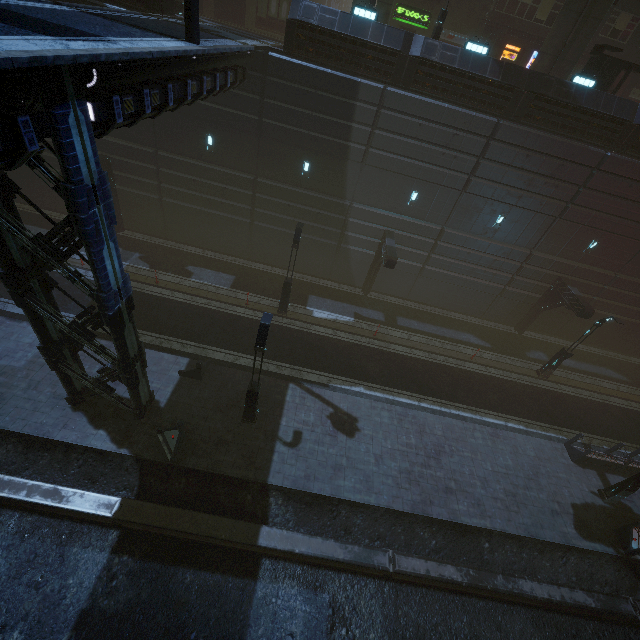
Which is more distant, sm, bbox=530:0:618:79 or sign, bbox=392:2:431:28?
sign, bbox=392:2:431:28

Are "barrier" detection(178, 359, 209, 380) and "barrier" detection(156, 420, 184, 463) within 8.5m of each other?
yes

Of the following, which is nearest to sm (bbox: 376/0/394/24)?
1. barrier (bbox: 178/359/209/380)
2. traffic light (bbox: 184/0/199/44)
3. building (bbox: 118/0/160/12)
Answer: building (bbox: 118/0/160/12)

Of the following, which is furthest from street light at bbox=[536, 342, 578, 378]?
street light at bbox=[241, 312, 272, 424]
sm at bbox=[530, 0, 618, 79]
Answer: street light at bbox=[241, 312, 272, 424]

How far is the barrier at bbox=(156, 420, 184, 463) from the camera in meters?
12.2 m

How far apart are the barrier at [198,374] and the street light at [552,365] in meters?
20.4 m

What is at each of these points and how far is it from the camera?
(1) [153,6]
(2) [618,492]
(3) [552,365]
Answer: (1) building, 15.0m
(2) street light, 14.7m
(3) street light, 20.2m

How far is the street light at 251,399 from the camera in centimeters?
1095cm
